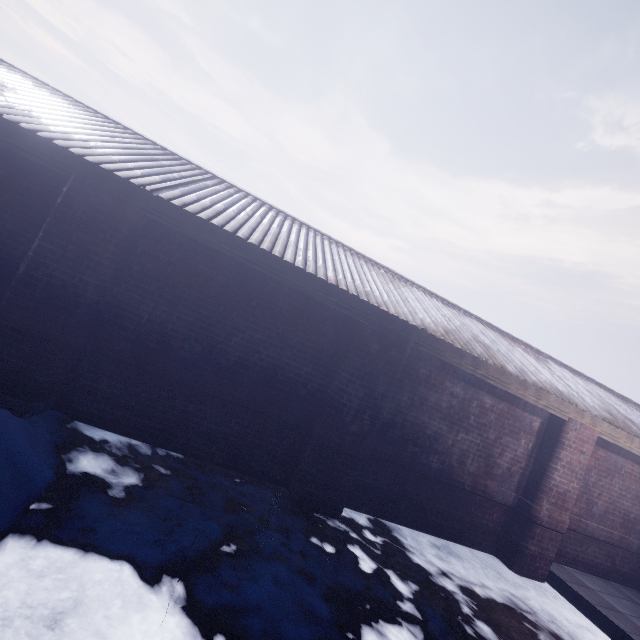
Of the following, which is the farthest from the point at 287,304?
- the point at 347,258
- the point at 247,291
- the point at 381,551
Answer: the point at 381,551
